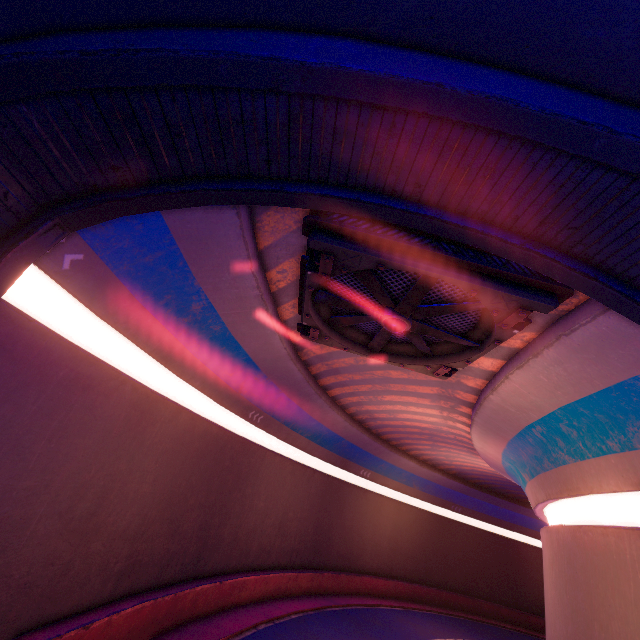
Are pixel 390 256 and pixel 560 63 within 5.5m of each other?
yes

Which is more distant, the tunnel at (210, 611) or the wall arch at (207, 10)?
the tunnel at (210, 611)

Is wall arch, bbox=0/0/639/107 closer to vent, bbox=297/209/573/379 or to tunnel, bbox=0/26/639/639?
tunnel, bbox=0/26/639/639

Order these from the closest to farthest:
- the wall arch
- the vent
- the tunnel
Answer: the wall arch, the tunnel, the vent

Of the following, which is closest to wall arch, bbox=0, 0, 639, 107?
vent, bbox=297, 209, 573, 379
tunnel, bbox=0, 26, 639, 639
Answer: tunnel, bbox=0, 26, 639, 639

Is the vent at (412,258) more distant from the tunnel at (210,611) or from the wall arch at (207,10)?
the wall arch at (207,10)
